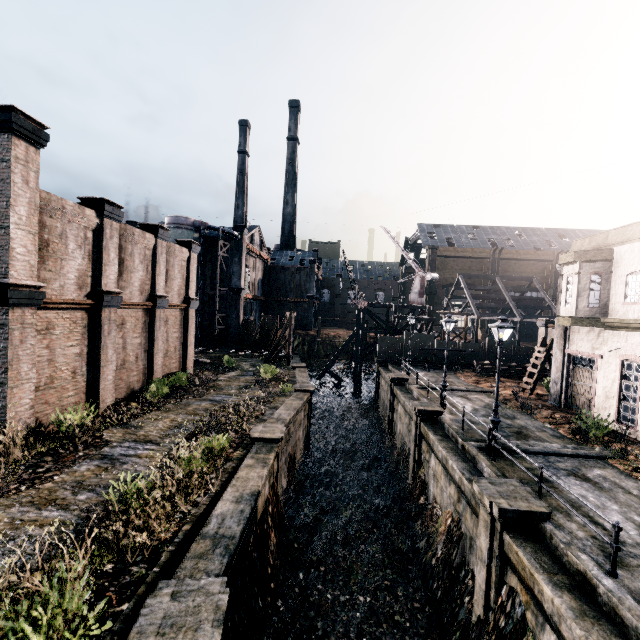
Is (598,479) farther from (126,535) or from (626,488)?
(126,535)

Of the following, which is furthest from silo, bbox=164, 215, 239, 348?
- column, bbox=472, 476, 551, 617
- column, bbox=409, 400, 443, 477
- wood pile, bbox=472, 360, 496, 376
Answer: column, bbox=472, 476, 551, 617

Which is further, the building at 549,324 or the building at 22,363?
the building at 549,324

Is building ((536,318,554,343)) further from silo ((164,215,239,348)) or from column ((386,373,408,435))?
silo ((164,215,239,348))

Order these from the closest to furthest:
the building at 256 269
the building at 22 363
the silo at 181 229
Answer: the building at 22 363 → the silo at 181 229 → the building at 256 269

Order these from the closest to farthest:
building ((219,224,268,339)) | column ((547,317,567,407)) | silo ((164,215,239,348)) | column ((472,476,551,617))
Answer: column ((472,476,551,617)) → column ((547,317,567,407)) → silo ((164,215,239,348)) → building ((219,224,268,339))

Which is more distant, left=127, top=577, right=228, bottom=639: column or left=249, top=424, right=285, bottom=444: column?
left=249, top=424, right=285, bottom=444: column

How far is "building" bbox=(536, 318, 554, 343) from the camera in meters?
34.3 m
